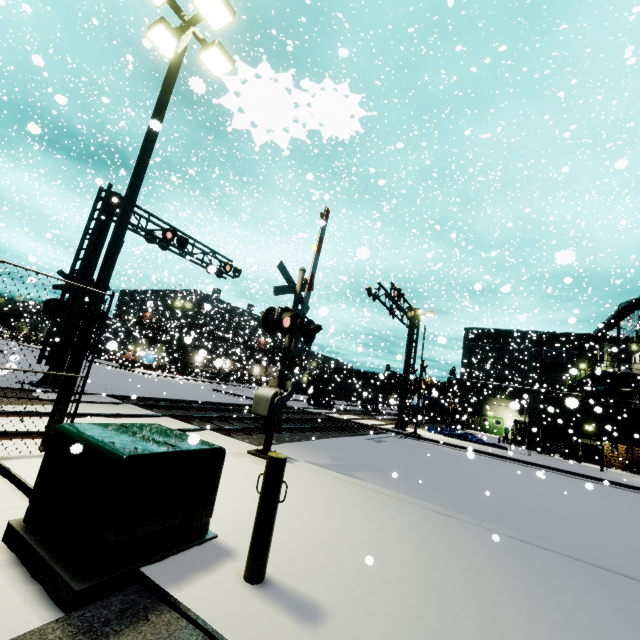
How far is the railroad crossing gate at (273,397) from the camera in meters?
8.0

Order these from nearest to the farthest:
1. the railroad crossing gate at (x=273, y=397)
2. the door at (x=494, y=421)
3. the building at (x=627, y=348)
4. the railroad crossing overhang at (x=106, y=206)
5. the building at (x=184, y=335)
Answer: Answer: the railroad crossing gate at (x=273, y=397), the building at (x=184, y=335), the railroad crossing overhang at (x=106, y=206), the building at (x=627, y=348), the door at (x=494, y=421)

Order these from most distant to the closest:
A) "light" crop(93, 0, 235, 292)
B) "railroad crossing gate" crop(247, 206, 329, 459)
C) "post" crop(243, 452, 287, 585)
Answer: "railroad crossing gate" crop(247, 206, 329, 459), "light" crop(93, 0, 235, 292), "post" crop(243, 452, 287, 585)

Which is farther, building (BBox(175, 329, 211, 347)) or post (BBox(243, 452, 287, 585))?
building (BBox(175, 329, 211, 347))

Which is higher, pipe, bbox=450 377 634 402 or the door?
pipe, bbox=450 377 634 402

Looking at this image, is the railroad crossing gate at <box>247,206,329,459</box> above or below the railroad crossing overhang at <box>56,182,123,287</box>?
below

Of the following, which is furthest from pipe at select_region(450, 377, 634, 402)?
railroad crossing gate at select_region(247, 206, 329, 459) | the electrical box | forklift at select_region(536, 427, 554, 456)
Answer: the electrical box

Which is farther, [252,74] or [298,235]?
[298,235]
